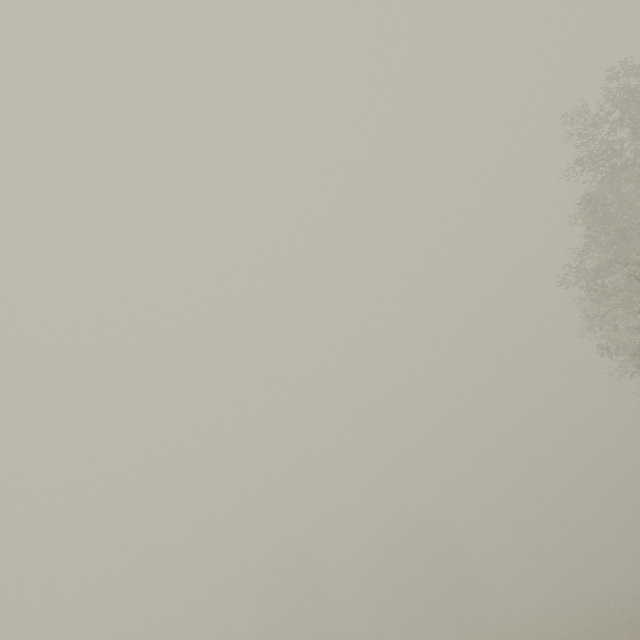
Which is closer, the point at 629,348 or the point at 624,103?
the point at 624,103
